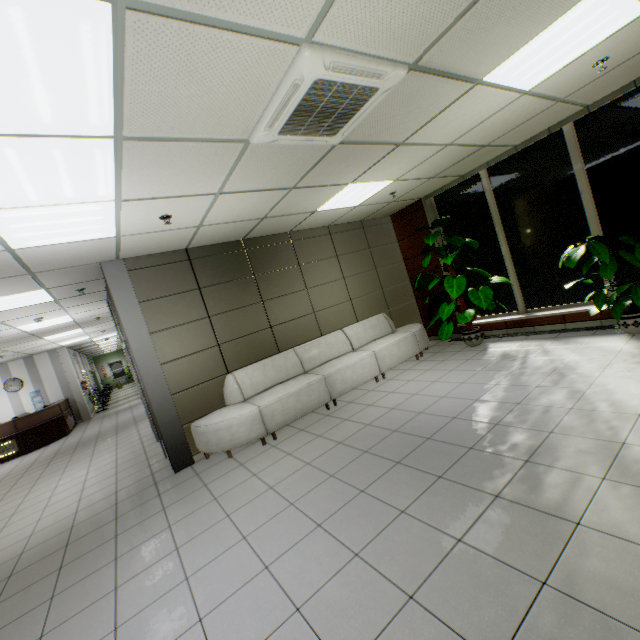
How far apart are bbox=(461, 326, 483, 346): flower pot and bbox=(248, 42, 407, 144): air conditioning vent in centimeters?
456cm

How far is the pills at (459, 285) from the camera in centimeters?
569cm

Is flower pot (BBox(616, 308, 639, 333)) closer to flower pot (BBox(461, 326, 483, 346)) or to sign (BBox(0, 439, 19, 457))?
flower pot (BBox(461, 326, 483, 346))

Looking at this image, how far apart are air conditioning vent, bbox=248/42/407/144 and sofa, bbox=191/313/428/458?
3.4m

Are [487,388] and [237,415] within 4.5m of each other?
yes

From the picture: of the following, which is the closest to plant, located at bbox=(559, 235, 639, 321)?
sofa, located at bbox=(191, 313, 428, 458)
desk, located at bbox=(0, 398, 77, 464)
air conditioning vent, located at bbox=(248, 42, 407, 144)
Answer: sofa, located at bbox=(191, 313, 428, 458)

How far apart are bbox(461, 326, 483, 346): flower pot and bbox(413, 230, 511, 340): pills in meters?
0.1 m

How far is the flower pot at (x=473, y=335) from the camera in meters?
6.2
